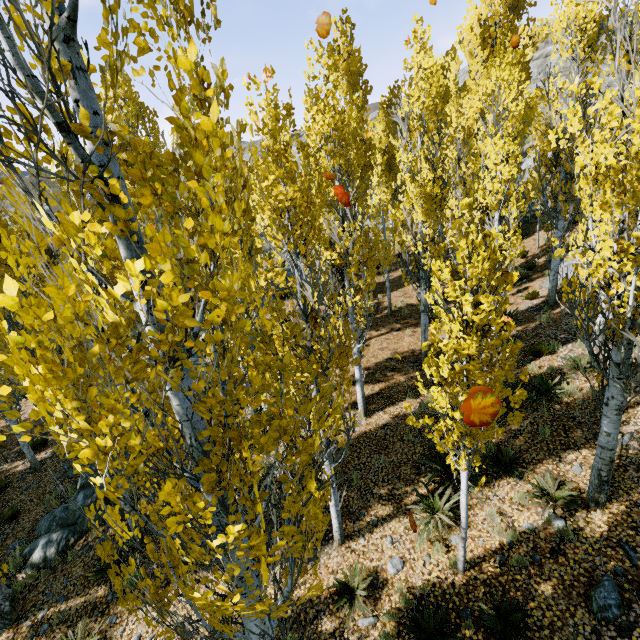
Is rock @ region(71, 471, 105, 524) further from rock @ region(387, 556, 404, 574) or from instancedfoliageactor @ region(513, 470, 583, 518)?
rock @ region(387, 556, 404, 574)

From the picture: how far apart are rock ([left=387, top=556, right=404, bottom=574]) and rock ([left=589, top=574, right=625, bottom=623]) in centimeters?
312cm

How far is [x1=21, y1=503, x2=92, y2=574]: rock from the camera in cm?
906

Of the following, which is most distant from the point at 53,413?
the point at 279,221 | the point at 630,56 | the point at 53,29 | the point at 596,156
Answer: the point at 630,56

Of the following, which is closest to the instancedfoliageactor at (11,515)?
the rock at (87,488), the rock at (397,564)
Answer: the rock at (87,488)

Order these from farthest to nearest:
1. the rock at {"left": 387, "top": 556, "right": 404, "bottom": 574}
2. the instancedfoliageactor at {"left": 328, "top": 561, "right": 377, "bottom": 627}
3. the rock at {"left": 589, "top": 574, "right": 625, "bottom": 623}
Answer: the rock at {"left": 387, "top": 556, "right": 404, "bottom": 574}
the instancedfoliageactor at {"left": 328, "top": 561, "right": 377, "bottom": 627}
the rock at {"left": 589, "top": 574, "right": 625, "bottom": 623}

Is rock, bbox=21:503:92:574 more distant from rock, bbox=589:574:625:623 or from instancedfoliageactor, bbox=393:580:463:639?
rock, bbox=589:574:625:623

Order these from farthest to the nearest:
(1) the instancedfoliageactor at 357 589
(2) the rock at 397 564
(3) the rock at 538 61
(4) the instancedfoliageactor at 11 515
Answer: (3) the rock at 538 61, (4) the instancedfoliageactor at 11 515, (2) the rock at 397 564, (1) the instancedfoliageactor at 357 589
